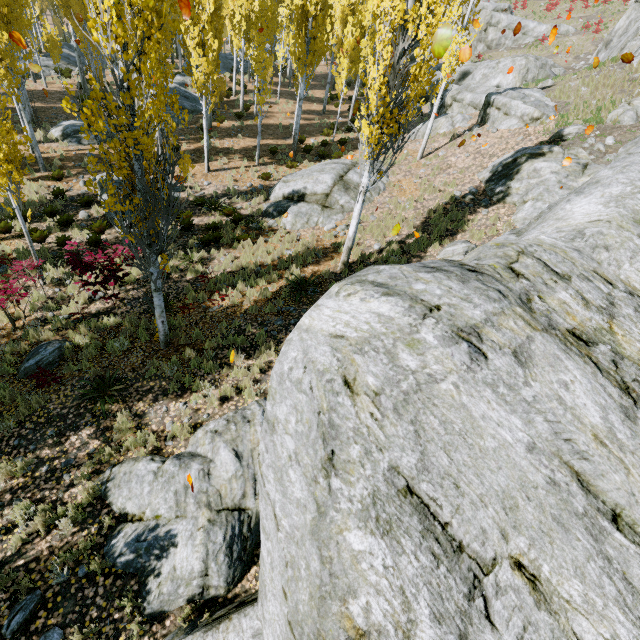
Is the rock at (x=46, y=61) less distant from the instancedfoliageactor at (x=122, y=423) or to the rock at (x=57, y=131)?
the instancedfoliageactor at (x=122, y=423)

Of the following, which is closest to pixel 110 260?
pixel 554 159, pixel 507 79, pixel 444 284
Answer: pixel 444 284

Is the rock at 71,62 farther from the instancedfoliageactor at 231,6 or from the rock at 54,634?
the rock at 54,634

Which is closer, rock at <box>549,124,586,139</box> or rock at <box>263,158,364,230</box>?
rock at <box>549,124,586,139</box>

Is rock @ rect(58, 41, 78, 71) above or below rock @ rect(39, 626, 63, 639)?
above

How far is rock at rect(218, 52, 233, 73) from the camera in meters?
30.2

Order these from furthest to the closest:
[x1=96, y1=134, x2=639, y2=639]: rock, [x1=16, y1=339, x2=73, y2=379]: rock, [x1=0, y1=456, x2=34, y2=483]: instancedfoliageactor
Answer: [x1=16, y1=339, x2=73, y2=379]: rock < [x1=0, y1=456, x2=34, y2=483]: instancedfoliageactor < [x1=96, y1=134, x2=639, y2=639]: rock

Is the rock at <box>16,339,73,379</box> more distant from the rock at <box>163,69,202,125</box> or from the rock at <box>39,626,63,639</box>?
the rock at <box>163,69,202,125</box>
